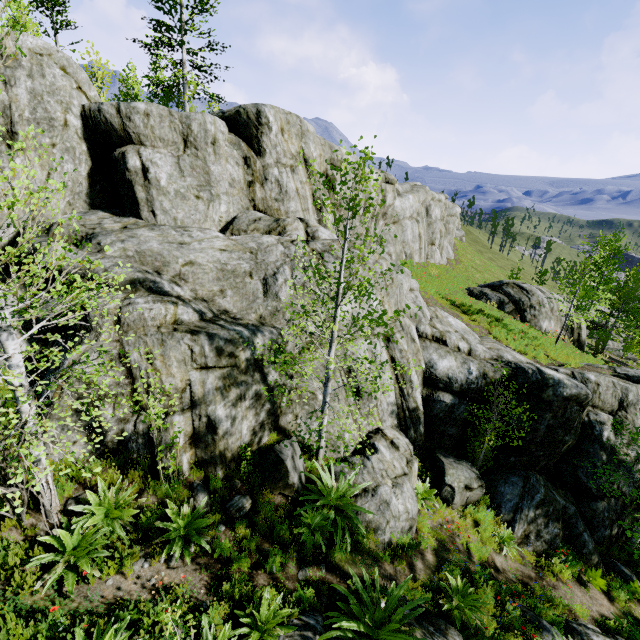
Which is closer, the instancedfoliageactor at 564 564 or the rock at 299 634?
the rock at 299 634

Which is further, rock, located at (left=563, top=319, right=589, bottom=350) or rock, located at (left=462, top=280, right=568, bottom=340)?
rock, located at (left=563, top=319, right=589, bottom=350)

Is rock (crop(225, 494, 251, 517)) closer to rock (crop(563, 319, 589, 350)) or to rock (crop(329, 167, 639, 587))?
rock (crop(329, 167, 639, 587))

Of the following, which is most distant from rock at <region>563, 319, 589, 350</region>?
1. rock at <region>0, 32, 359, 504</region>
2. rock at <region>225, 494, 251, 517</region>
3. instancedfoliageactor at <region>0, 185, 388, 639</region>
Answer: rock at <region>225, 494, 251, 517</region>

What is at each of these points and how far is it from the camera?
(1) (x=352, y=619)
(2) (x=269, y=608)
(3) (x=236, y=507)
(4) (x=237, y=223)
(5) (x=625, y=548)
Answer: (1) instancedfoliageactor, 5.5m
(2) instancedfoliageactor, 5.3m
(3) rock, 6.8m
(4) rock, 11.0m
(5) instancedfoliageactor, 10.6m

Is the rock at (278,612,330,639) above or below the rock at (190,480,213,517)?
below

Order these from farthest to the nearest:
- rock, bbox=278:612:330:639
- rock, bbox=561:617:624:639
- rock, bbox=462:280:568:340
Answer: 1. rock, bbox=462:280:568:340
2. rock, bbox=561:617:624:639
3. rock, bbox=278:612:330:639
